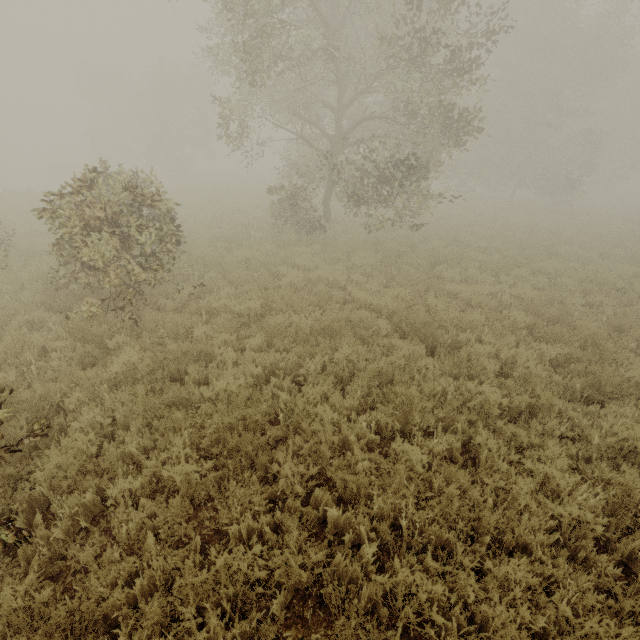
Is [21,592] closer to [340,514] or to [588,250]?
[340,514]
